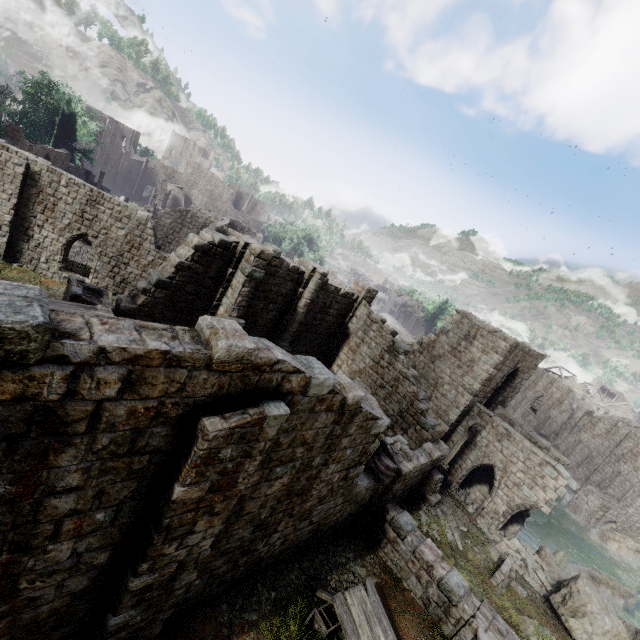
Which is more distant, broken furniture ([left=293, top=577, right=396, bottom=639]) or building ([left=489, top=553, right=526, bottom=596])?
building ([left=489, top=553, right=526, bottom=596])

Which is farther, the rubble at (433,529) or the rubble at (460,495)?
the rubble at (460,495)

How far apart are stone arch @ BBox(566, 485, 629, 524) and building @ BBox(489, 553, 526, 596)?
25.7 meters

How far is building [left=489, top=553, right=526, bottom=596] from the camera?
13.4 meters

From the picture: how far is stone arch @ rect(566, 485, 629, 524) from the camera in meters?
31.3 m

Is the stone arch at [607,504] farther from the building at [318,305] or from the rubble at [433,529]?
the rubble at [433,529]

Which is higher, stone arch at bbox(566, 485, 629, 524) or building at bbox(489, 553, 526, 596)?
building at bbox(489, 553, 526, 596)

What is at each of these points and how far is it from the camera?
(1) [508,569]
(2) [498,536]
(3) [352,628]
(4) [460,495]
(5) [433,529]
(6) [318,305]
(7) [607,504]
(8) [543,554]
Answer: (1) building, 13.6 meters
(2) rubble, 17.8 meters
(3) broken furniture, 8.7 meters
(4) rubble, 20.4 meters
(5) rubble, 14.8 meters
(6) building, 19.0 meters
(7) stone arch, 31.1 meters
(8) rock, 18.7 meters
